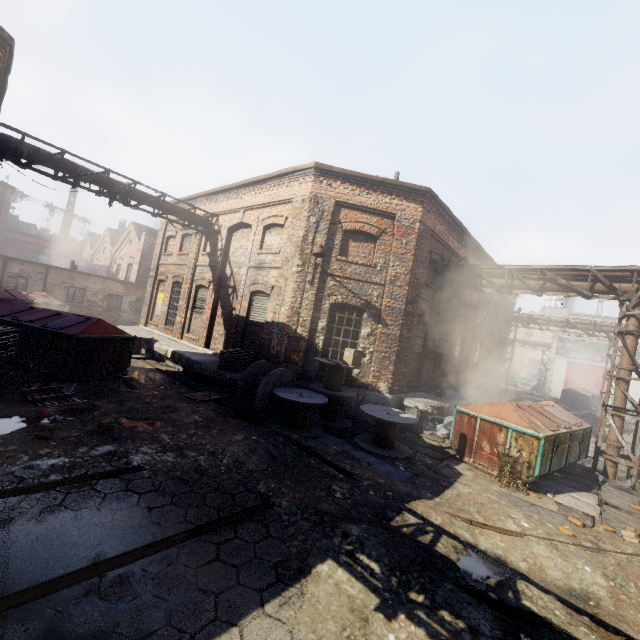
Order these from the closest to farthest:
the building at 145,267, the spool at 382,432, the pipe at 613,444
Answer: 1. the spool at 382,432
2. the pipe at 613,444
3. the building at 145,267

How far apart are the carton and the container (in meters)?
39.20

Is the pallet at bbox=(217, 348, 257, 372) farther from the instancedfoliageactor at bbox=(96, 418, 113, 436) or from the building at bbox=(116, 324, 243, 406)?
the instancedfoliageactor at bbox=(96, 418, 113, 436)

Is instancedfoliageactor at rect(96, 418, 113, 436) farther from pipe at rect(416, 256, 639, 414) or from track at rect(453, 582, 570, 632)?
pipe at rect(416, 256, 639, 414)

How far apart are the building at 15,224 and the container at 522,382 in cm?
6804

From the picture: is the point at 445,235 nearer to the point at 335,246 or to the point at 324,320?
the point at 335,246

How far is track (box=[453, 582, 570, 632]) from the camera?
3.61m

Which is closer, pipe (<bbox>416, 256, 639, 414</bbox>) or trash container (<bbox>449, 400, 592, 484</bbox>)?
trash container (<bbox>449, 400, 592, 484</bbox>)
